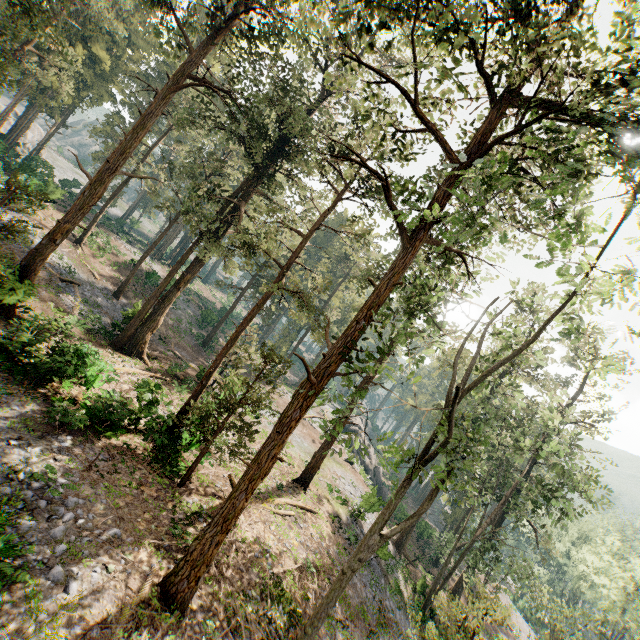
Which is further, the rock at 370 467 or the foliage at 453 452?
the rock at 370 467

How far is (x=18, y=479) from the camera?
10.2 meters

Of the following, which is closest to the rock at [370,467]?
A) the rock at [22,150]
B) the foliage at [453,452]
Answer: the foliage at [453,452]

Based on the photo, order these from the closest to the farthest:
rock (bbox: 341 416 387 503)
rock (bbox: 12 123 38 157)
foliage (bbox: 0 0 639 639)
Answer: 1. foliage (bbox: 0 0 639 639)
2. rock (bbox: 341 416 387 503)
3. rock (bbox: 12 123 38 157)

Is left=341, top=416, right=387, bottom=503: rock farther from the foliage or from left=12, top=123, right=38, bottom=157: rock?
left=12, top=123, right=38, bottom=157: rock

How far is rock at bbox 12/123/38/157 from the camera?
41.5 meters

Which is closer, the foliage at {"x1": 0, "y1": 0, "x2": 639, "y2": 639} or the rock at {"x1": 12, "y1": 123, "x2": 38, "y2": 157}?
the foliage at {"x1": 0, "y1": 0, "x2": 639, "y2": 639}
